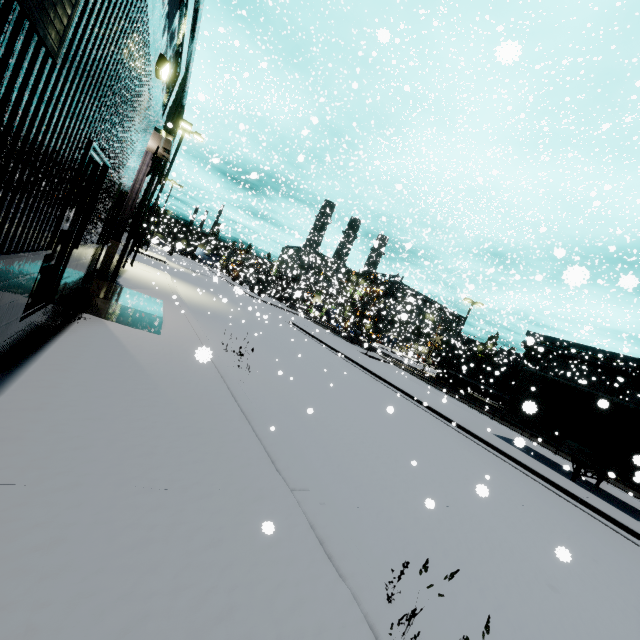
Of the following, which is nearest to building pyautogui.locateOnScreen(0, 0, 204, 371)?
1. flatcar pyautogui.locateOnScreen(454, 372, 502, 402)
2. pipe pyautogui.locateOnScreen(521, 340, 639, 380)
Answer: pipe pyautogui.locateOnScreen(521, 340, 639, 380)

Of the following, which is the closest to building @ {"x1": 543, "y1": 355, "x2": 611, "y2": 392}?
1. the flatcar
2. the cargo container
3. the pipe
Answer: the pipe

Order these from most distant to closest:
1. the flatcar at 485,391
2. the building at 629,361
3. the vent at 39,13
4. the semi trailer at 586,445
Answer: the building at 629,361
the flatcar at 485,391
the semi trailer at 586,445
the vent at 39,13

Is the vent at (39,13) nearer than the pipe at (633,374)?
Yes

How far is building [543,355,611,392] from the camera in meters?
33.1

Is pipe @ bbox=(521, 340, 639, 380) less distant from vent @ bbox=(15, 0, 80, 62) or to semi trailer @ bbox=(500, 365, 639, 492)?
semi trailer @ bbox=(500, 365, 639, 492)

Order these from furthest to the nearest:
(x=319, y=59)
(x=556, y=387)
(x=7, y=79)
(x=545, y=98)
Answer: (x=545, y=98) → (x=319, y=59) → (x=556, y=387) → (x=7, y=79)

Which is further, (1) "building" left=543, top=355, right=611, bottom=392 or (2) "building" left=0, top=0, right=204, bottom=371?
(1) "building" left=543, top=355, right=611, bottom=392
